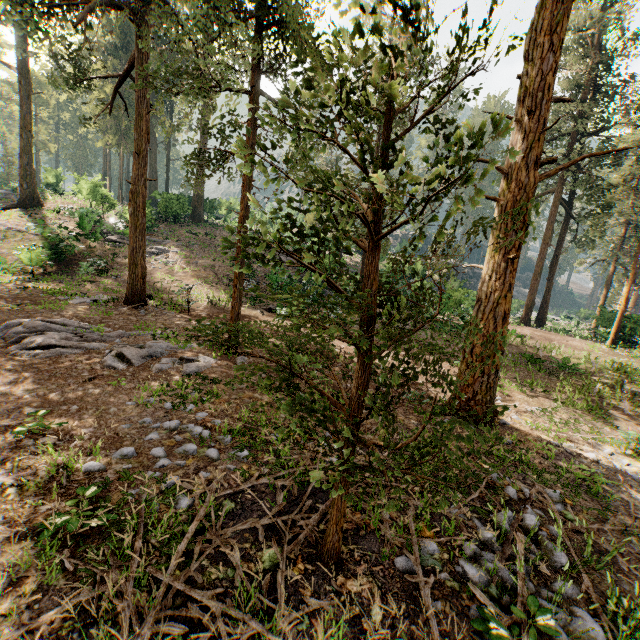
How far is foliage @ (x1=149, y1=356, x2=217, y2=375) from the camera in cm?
855

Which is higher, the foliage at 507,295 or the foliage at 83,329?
the foliage at 507,295

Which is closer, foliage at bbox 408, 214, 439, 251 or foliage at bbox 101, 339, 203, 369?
foliage at bbox 408, 214, 439, 251

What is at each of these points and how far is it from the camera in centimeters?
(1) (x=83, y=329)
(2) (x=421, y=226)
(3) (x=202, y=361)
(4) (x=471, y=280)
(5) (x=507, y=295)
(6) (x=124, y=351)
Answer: (1) foliage, 1047cm
(2) foliage, 311cm
(3) foliage, 938cm
(4) rock, 5569cm
(5) foliage, 780cm
(6) foliage, 873cm

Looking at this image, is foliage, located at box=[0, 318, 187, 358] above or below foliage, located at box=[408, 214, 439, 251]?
below

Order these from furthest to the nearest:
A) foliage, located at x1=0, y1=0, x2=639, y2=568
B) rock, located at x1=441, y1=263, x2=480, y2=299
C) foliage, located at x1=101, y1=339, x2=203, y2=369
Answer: rock, located at x1=441, y1=263, x2=480, y2=299 → foliage, located at x1=101, y1=339, x2=203, y2=369 → foliage, located at x1=0, y1=0, x2=639, y2=568

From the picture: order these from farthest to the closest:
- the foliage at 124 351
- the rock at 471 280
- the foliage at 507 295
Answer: the rock at 471 280 → the foliage at 124 351 → the foliage at 507 295
